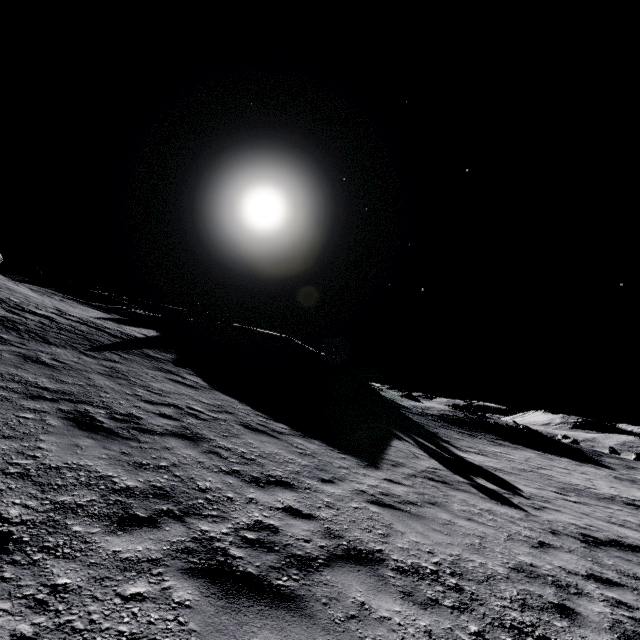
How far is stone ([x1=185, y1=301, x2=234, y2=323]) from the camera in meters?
39.4 m

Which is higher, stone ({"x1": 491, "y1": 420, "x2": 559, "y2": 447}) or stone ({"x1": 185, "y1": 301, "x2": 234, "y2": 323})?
stone ({"x1": 185, "y1": 301, "x2": 234, "y2": 323})

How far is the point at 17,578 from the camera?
2.5m

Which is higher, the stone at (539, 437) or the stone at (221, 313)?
the stone at (221, 313)

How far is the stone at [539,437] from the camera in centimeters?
3897cm

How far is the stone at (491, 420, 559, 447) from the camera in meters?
39.0
